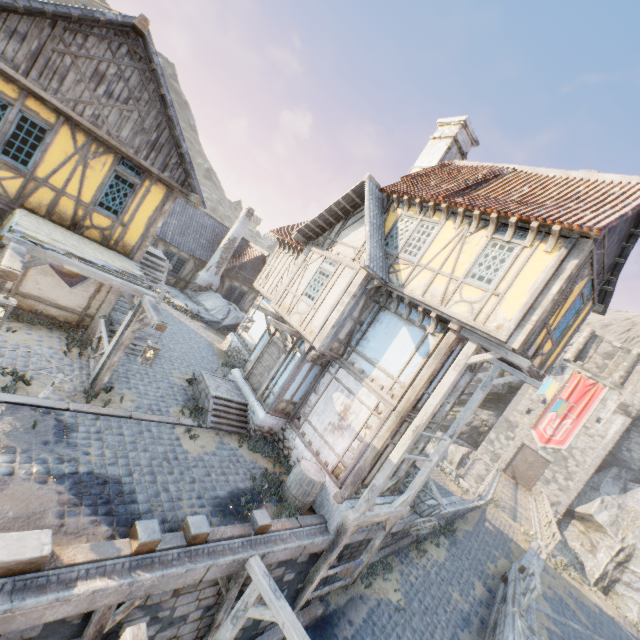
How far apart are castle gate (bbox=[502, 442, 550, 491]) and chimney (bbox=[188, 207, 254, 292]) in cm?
3581

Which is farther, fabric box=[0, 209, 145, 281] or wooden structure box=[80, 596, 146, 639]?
fabric box=[0, 209, 145, 281]

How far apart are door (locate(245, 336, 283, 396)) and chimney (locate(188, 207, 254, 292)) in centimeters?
1219cm

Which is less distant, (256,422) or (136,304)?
(136,304)

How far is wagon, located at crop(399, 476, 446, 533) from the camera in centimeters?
1213cm

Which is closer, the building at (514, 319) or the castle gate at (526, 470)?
the building at (514, 319)

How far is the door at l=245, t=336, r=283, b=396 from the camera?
12.1 meters

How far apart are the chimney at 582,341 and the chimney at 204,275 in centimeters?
4023cm
